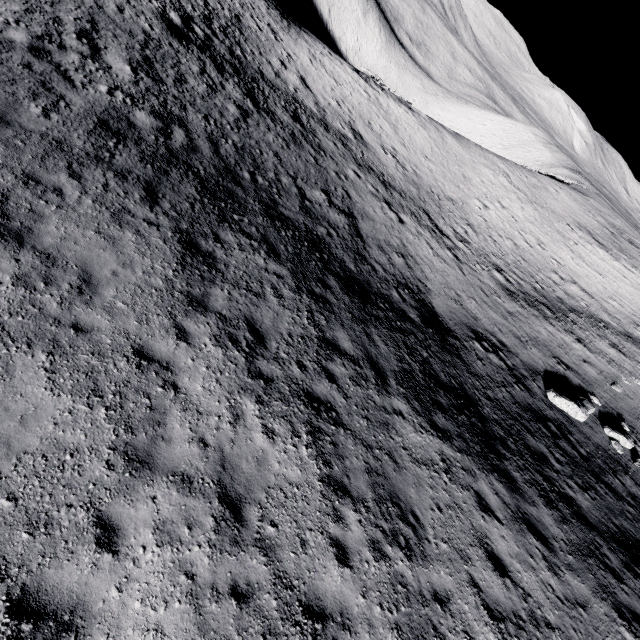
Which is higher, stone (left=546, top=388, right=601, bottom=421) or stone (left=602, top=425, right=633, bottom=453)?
stone (left=602, top=425, right=633, bottom=453)

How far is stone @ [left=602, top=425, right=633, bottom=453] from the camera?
13.4 meters

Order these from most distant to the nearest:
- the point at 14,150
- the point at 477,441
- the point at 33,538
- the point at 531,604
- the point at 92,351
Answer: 1. the point at 477,441
2. the point at 14,150
3. the point at 531,604
4. the point at 92,351
5. the point at 33,538

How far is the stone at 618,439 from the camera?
13.37m

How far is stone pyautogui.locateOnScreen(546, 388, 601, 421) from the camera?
13.8 meters

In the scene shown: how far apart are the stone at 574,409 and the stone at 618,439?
0.8m

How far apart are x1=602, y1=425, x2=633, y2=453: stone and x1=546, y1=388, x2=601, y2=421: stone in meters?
0.8
